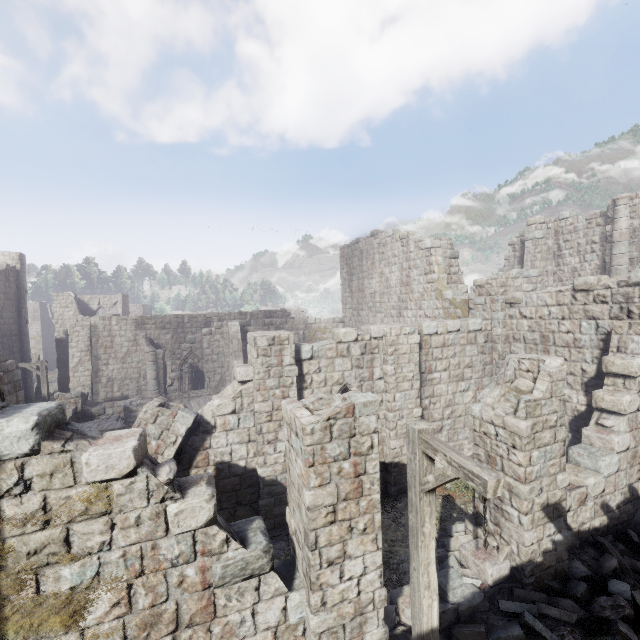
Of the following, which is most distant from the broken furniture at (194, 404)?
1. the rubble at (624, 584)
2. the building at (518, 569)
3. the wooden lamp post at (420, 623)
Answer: the wooden lamp post at (420, 623)

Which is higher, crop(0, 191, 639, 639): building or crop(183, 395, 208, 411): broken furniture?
crop(0, 191, 639, 639): building

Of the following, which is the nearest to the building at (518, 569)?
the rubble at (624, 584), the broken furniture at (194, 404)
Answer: the rubble at (624, 584)

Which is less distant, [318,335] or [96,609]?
[96,609]

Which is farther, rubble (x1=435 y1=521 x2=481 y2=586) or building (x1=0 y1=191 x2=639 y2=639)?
rubble (x1=435 y1=521 x2=481 y2=586)

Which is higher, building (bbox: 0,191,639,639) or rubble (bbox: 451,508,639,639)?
building (bbox: 0,191,639,639)

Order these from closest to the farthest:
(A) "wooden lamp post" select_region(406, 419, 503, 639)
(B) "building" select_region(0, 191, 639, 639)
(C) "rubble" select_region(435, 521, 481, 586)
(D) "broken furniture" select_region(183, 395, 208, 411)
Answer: (A) "wooden lamp post" select_region(406, 419, 503, 639), (B) "building" select_region(0, 191, 639, 639), (C) "rubble" select_region(435, 521, 481, 586), (D) "broken furniture" select_region(183, 395, 208, 411)

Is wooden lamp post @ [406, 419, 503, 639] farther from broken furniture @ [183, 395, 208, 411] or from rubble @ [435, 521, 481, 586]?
broken furniture @ [183, 395, 208, 411]
